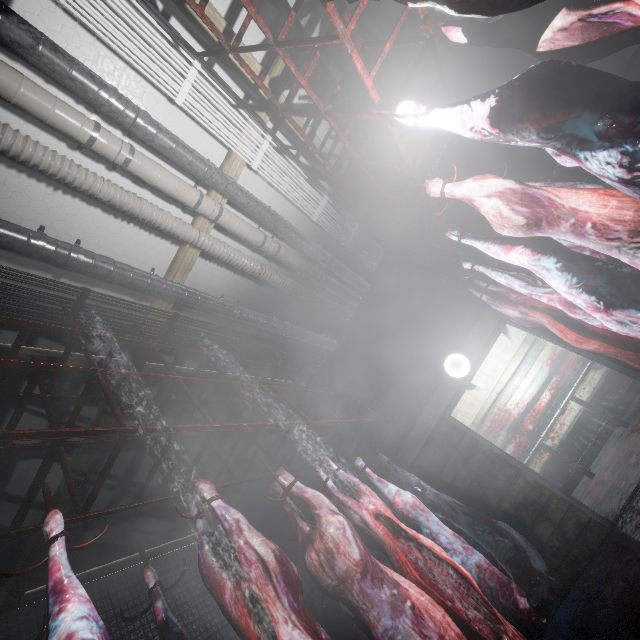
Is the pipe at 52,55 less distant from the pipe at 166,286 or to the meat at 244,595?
the pipe at 166,286

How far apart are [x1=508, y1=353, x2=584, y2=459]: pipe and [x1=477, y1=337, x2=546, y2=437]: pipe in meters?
0.4

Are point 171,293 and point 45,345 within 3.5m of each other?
yes

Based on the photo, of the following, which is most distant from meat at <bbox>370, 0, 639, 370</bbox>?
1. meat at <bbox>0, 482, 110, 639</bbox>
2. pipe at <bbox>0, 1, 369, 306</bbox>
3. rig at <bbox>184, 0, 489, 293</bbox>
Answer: meat at <bbox>0, 482, 110, 639</bbox>

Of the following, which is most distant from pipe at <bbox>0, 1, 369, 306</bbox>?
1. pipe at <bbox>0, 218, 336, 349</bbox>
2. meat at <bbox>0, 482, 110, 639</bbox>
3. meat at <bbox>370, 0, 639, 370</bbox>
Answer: meat at <bbox>0, 482, 110, 639</bbox>

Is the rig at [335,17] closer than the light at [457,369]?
Yes

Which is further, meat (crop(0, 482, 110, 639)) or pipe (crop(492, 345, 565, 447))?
pipe (crop(492, 345, 565, 447))

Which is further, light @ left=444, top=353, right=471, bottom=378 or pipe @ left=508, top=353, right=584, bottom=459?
pipe @ left=508, top=353, right=584, bottom=459
